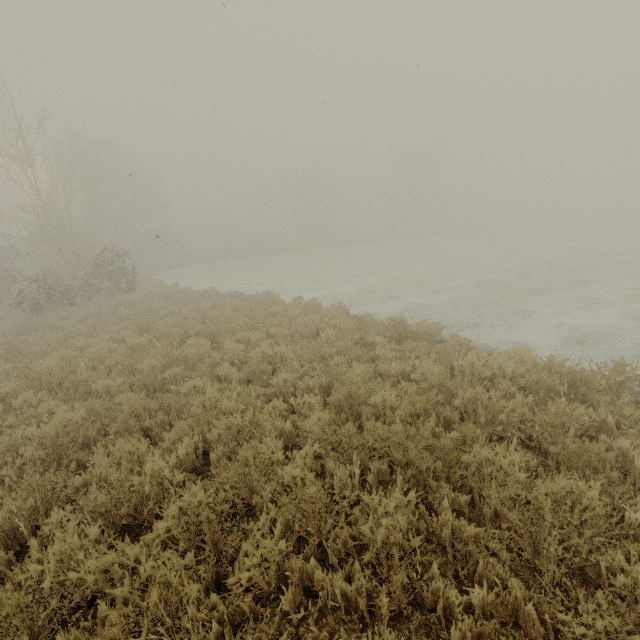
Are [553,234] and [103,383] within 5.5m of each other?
no
